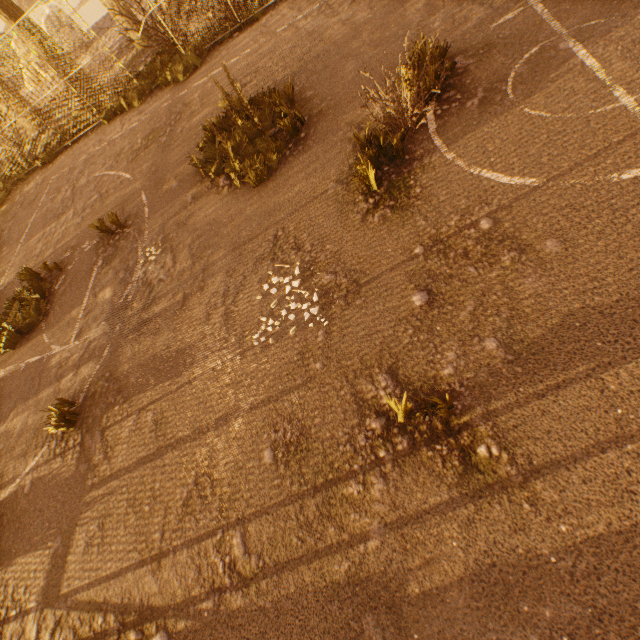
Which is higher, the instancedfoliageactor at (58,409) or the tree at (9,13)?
the tree at (9,13)

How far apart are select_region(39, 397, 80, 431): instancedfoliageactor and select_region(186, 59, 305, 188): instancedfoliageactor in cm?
501

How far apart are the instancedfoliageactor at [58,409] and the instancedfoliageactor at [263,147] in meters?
5.0 m

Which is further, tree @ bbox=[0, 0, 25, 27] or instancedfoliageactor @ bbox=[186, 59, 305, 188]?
tree @ bbox=[0, 0, 25, 27]

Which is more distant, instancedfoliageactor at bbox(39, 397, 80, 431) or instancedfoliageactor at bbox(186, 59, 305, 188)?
instancedfoliageactor at bbox(186, 59, 305, 188)

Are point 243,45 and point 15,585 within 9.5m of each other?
no

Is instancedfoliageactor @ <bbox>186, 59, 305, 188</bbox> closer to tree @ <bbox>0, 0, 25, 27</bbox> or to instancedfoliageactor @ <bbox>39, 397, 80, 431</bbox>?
instancedfoliageactor @ <bbox>39, 397, 80, 431</bbox>

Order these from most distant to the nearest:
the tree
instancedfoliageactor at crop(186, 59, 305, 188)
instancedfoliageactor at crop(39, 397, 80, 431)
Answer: the tree, instancedfoliageactor at crop(186, 59, 305, 188), instancedfoliageactor at crop(39, 397, 80, 431)
